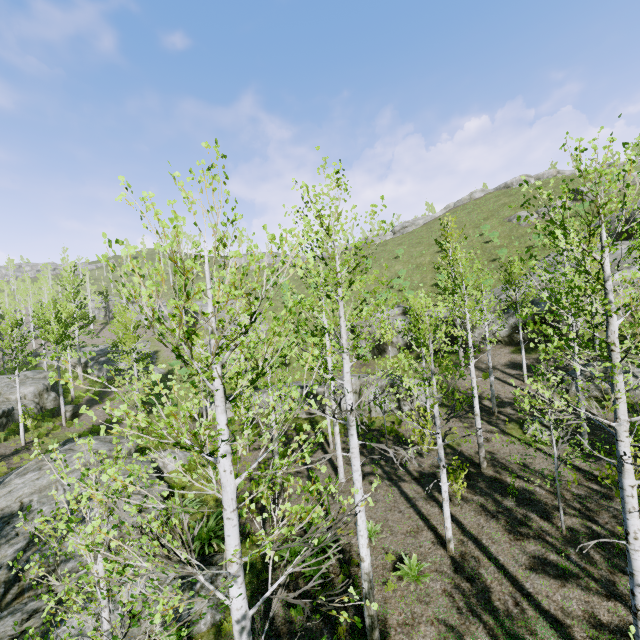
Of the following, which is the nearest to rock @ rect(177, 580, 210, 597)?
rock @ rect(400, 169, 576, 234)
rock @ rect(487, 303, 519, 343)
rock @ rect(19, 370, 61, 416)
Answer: rock @ rect(19, 370, 61, 416)

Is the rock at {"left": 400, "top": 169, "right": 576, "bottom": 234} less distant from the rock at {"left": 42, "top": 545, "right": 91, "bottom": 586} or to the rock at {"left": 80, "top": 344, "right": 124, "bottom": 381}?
the rock at {"left": 80, "top": 344, "right": 124, "bottom": 381}

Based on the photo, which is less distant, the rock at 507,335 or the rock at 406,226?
the rock at 507,335

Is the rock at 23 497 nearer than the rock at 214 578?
Yes

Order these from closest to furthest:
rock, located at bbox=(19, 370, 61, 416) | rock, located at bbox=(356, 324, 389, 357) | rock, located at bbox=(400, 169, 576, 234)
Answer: rock, located at bbox=(19, 370, 61, 416), rock, located at bbox=(356, 324, 389, 357), rock, located at bbox=(400, 169, 576, 234)

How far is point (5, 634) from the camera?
7.8m

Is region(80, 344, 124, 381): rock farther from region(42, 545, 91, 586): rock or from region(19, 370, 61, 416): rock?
region(42, 545, 91, 586): rock

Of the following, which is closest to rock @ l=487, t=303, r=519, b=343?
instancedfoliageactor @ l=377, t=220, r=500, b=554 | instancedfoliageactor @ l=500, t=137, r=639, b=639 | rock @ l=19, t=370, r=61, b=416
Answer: instancedfoliageactor @ l=500, t=137, r=639, b=639
